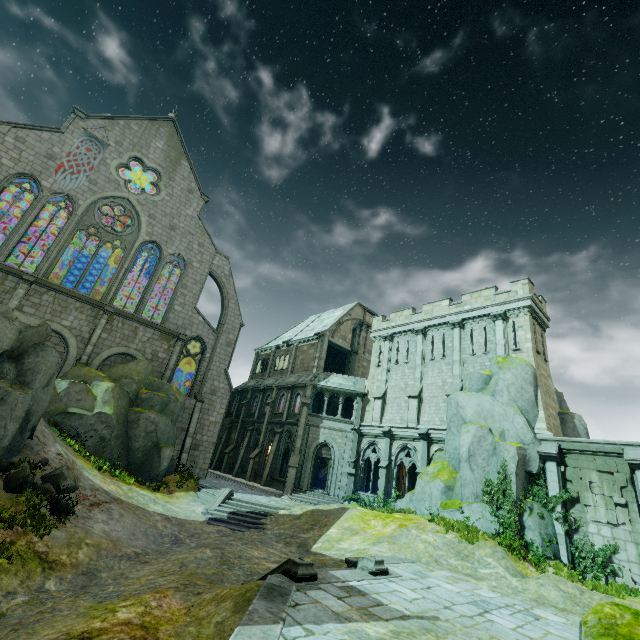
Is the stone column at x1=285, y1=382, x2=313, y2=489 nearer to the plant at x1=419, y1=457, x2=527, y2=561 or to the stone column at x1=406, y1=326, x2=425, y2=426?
the stone column at x1=406, y1=326, x2=425, y2=426

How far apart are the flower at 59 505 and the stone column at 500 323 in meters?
23.6

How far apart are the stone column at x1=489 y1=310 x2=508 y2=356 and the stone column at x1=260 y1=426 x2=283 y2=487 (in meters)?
18.47

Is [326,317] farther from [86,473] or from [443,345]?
[86,473]

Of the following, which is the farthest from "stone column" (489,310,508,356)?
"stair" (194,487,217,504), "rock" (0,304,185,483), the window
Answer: "rock" (0,304,185,483)

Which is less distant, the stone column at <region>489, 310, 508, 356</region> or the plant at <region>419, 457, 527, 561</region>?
the plant at <region>419, 457, 527, 561</region>

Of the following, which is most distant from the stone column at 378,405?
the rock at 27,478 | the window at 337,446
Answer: the rock at 27,478

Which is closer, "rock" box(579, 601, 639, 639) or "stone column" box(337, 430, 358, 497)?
"rock" box(579, 601, 639, 639)
